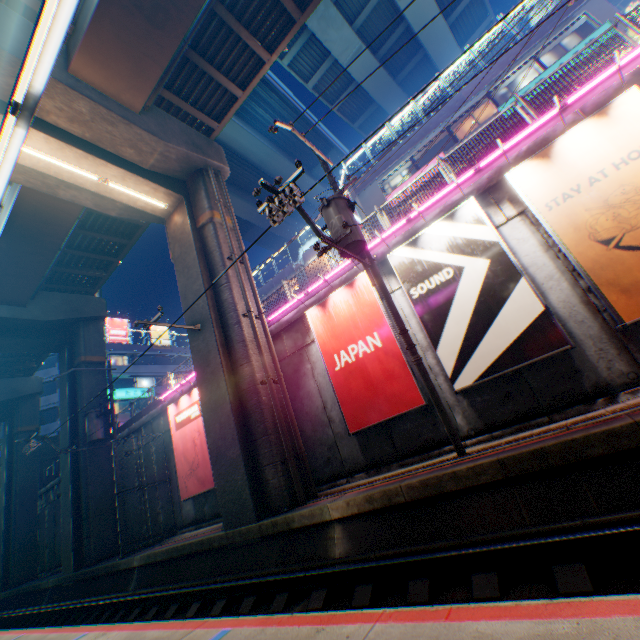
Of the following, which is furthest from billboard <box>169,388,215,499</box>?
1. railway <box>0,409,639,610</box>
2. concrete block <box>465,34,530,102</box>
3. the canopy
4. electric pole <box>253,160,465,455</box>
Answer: concrete block <box>465,34,530,102</box>

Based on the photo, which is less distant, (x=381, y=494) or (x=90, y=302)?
(x=381, y=494)

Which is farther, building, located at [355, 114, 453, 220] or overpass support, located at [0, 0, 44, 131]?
building, located at [355, 114, 453, 220]

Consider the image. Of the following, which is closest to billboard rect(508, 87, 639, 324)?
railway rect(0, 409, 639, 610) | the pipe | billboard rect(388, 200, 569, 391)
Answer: billboard rect(388, 200, 569, 391)

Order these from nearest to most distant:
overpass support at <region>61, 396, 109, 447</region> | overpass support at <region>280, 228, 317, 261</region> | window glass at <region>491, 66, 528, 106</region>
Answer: overpass support at <region>61, 396, 109, 447</region> < window glass at <region>491, 66, 528, 106</region> < overpass support at <region>280, 228, 317, 261</region>

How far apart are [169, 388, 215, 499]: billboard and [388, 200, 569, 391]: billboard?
10.54m

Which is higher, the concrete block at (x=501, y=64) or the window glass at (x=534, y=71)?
the concrete block at (x=501, y=64)

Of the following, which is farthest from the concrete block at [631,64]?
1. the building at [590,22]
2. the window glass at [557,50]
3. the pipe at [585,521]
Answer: the window glass at [557,50]
